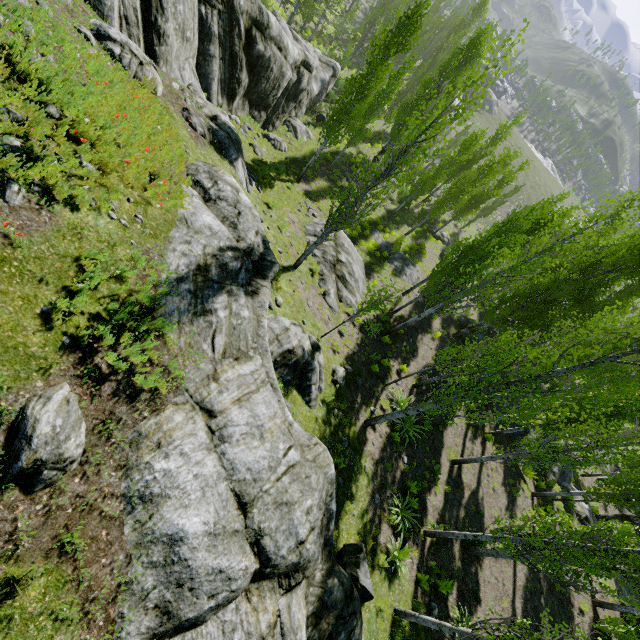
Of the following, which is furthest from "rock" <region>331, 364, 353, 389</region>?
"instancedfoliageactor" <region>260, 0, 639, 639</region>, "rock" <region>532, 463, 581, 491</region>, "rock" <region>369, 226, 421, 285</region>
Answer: "rock" <region>532, 463, 581, 491</region>

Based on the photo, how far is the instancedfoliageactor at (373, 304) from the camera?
10.9 meters

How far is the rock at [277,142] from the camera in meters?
22.1 m

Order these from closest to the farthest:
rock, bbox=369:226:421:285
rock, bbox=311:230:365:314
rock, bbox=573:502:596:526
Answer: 1. rock, bbox=311:230:365:314
2. rock, bbox=573:502:596:526
3. rock, bbox=369:226:421:285

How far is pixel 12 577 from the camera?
3.48m

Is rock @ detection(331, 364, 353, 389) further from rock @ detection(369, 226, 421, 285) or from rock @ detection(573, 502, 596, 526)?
rock @ detection(573, 502, 596, 526)

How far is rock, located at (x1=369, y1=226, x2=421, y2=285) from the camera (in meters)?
25.19

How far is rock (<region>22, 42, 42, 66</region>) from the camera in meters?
5.1
